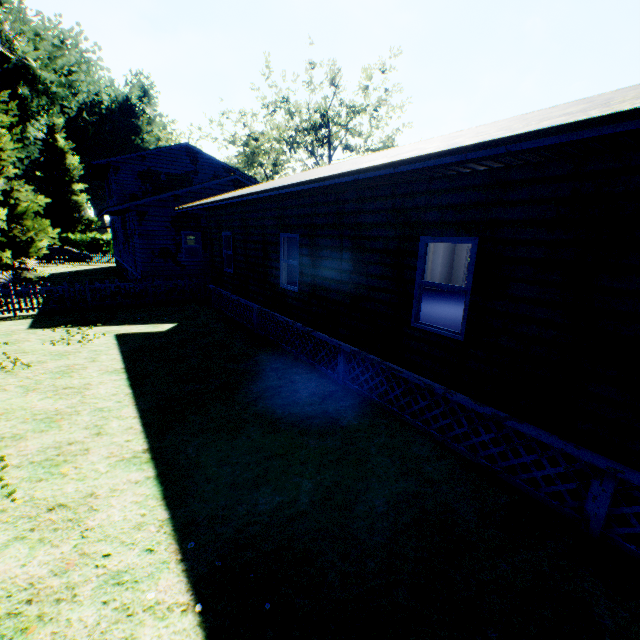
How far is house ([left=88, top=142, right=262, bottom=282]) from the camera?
16.5m

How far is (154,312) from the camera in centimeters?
1436cm

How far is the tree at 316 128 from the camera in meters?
34.2 m

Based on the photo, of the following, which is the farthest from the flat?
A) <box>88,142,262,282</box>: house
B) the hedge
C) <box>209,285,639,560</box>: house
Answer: the hedge

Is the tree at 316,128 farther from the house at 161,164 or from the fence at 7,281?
the house at 161,164

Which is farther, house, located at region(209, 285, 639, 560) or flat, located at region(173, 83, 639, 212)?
house, located at region(209, 285, 639, 560)

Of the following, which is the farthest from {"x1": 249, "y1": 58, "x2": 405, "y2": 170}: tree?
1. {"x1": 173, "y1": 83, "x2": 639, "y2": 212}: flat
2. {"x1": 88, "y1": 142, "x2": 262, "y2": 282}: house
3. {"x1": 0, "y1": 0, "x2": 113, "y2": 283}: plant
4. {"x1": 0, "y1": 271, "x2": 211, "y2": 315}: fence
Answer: {"x1": 0, "y1": 0, "x2": 113, "y2": 283}: plant

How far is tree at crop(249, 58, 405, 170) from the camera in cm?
3416
